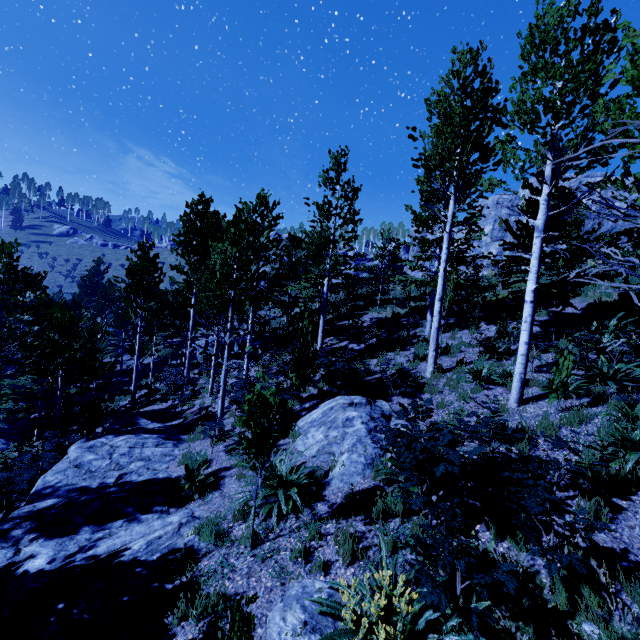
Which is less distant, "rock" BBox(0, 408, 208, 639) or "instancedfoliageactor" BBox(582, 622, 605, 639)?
"instancedfoliageactor" BBox(582, 622, 605, 639)

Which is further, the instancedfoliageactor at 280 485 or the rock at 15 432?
the rock at 15 432

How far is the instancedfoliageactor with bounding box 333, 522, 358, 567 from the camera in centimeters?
454cm

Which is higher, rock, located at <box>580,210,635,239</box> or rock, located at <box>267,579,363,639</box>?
rock, located at <box>580,210,635,239</box>

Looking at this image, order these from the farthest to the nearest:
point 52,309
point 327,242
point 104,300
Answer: point 104,300
point 52,309
point 327,242

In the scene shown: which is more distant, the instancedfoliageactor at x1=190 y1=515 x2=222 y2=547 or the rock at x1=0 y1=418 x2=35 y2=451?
the rock at x1=0 y1=418 x2=35 y2=451

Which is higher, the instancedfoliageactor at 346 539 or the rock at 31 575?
the instancedfoliageactor at 346 539
